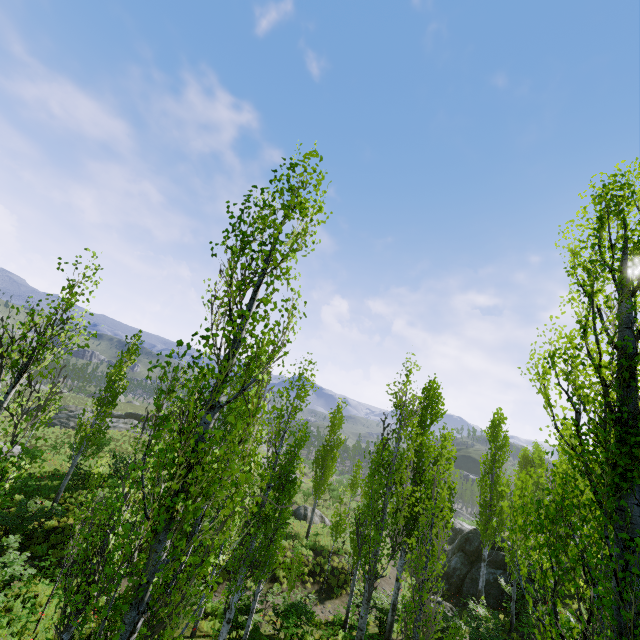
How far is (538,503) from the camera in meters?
4.9

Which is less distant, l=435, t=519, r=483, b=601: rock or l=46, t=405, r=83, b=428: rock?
l=435, t=519, r=483, b=601: rock

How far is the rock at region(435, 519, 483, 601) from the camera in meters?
21.6

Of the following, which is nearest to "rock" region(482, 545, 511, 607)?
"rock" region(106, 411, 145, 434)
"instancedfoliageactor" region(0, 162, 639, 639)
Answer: "instancedfoliageactor" region(0, 162, 639, 639)

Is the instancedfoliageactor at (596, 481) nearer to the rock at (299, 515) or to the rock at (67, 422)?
the rock at (299, 515)

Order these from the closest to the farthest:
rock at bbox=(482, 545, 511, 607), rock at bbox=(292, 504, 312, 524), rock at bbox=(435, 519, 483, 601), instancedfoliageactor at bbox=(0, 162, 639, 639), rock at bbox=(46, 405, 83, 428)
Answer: instancedfoliageactor at bbox=(0, 162, 639, 639) < rock at bbox=(482, 545, 511, 607) < rock at bbox=(435, 519, 483, 601) < rock at bbox=(292, 504, 312, 524) < rock at bbox=(46, 405, 83, 428)

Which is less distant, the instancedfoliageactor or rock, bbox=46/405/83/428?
the instancedfoliageactor
